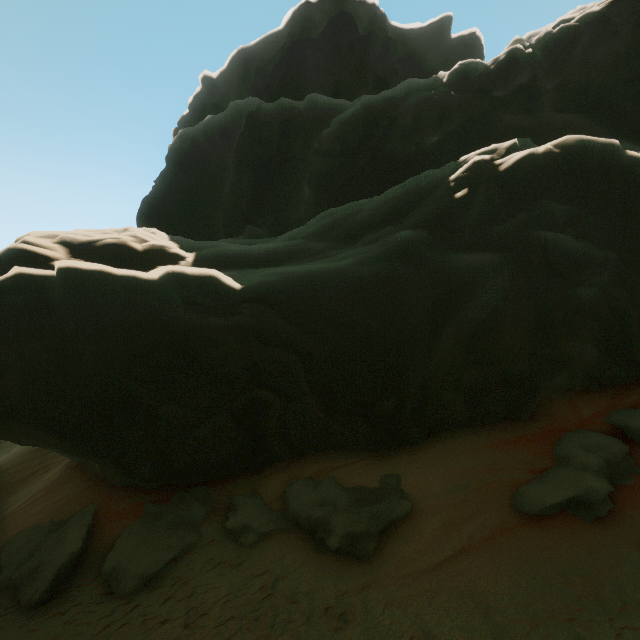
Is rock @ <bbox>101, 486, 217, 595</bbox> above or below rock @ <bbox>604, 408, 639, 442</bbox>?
below

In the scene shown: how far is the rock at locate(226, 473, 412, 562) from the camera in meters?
7.9

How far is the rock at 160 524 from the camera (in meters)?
8.33

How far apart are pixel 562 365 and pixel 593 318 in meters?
2.3 m

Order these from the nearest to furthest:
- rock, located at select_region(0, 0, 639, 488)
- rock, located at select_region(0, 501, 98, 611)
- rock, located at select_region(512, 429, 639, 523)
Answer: rock, located at select_region(512, 429, 639, 523) < rock, located at select_region(0, 501, 98, 611) < rock, located at select_region(0, 0, 639, 488)

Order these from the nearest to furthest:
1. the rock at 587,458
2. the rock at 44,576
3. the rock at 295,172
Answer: the rock at 587,458 < the rock at 44,576 < the rock at 295,172
